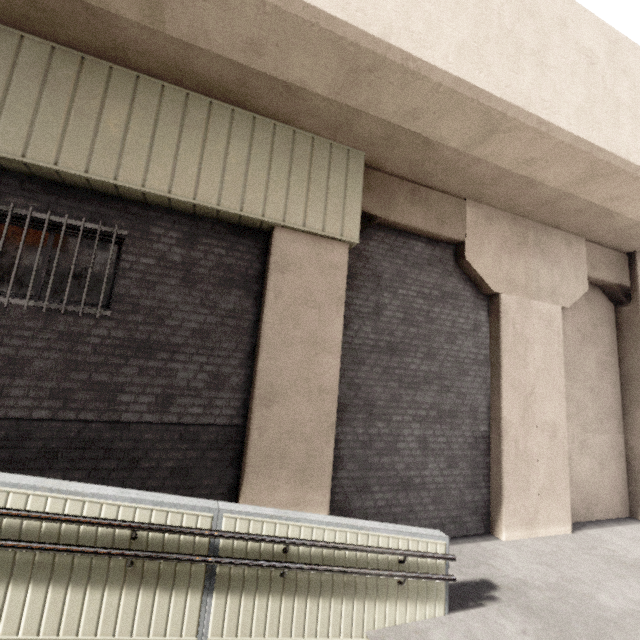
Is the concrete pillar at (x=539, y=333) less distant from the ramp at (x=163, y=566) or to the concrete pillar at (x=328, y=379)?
the concrete pillar at (x=328, y=379)

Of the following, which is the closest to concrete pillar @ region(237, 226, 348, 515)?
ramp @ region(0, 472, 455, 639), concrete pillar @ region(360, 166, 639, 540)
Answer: concrete pillar @ region(360, 166, 639, 540)

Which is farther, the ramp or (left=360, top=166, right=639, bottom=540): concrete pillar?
(left=360, top=166, right=639, bottom=540): concrete pillar

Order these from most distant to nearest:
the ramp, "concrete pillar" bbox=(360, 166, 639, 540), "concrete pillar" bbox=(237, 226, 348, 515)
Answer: "concrete pillar" bbox=(360, 166, 639, 540), "concrete pillar" bbox=(237, 226, 348, 515), the ramp

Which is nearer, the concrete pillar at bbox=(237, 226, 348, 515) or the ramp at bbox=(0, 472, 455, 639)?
the ramp at bbox=(0, 472, 455, 639)

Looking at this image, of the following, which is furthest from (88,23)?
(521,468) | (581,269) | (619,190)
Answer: (581,269)

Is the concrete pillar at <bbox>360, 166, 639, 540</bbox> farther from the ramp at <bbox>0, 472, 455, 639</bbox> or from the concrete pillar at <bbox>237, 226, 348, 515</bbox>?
the ramp at <bbox>0, 472, 455, 639</bbox>

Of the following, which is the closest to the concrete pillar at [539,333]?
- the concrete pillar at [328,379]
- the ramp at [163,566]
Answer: the concrete pillar at [328,379]
